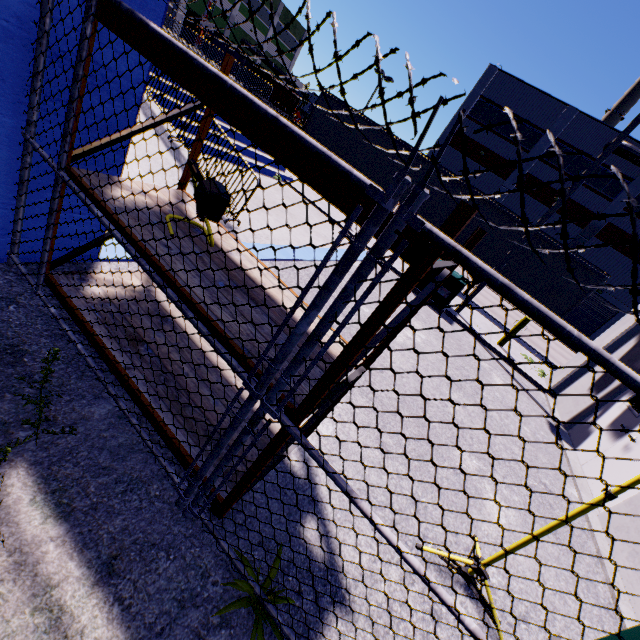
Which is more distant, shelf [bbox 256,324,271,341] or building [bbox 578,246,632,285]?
building [bbox 578,246,632,285]

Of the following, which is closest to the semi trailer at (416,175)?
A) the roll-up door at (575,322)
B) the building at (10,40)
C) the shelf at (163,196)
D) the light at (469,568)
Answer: the building at (10,40)

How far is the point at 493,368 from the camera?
8.5 meters

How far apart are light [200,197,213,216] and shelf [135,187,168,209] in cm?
2

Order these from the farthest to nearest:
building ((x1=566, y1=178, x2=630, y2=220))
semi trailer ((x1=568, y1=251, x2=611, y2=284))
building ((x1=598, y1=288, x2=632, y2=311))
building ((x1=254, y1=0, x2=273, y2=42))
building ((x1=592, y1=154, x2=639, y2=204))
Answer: building ((x1=254, y1=0, x2=273, y2=42))
building ((x1=598, y1=288, x2=632, y2=311))
building ((x1=566, y1=178, x2=630, y2=220))
building ((x1=592, y1=154, x2=639, y2=204))
semi trailer ((x1=568, y1=251, x2=611, y2=284))

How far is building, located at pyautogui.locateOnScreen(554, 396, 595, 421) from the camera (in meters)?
7.38

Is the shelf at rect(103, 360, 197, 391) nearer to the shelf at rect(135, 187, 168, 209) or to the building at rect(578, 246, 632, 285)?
the building at rect(578, 246, 632, 285)

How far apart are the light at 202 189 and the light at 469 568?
3.1m
